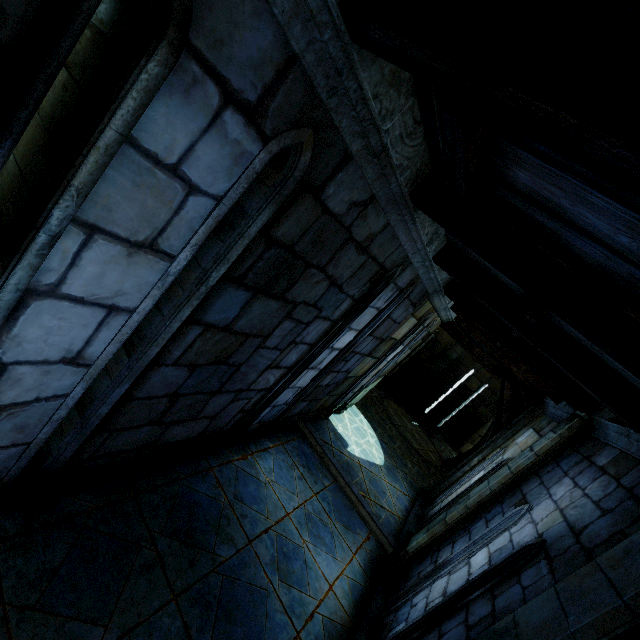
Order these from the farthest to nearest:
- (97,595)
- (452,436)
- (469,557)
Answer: (452,436)
(469,557)
(97,595)
